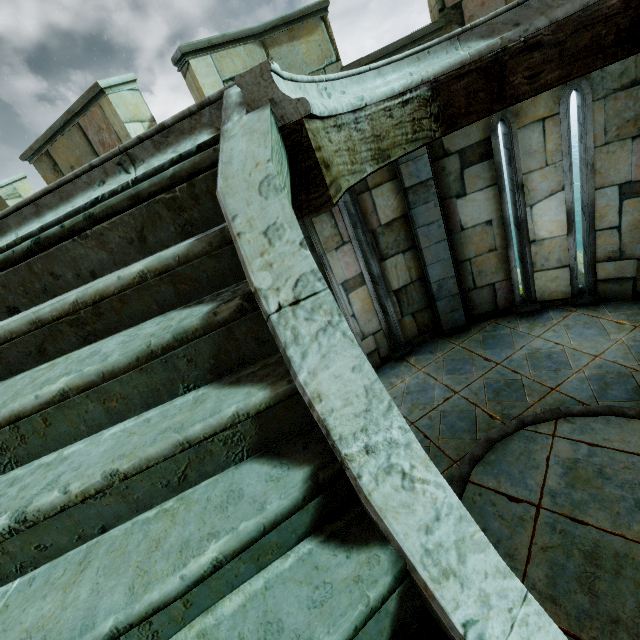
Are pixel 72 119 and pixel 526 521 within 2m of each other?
no
